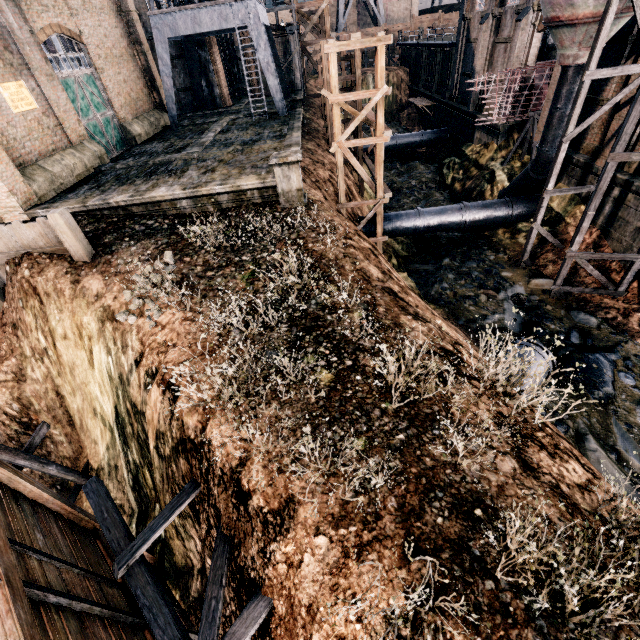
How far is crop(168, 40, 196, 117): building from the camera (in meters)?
30.25

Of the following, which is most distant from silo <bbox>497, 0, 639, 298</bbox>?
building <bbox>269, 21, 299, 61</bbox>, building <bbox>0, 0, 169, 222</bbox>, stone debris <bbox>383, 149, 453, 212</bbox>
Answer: building <bbox>269, 21, 299, 61</bbox>

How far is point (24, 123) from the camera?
14.8 meters

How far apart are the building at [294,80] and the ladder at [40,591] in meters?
43.1 m

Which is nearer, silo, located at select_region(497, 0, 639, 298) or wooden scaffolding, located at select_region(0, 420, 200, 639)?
wooden scaffolding, located at select_region(0, 420, 200, 639)

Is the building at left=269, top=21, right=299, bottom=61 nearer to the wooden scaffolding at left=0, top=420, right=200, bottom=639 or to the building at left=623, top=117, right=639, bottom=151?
the building at left=623, top=117, right=639, bottom=151

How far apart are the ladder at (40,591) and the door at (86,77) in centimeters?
2098cm
